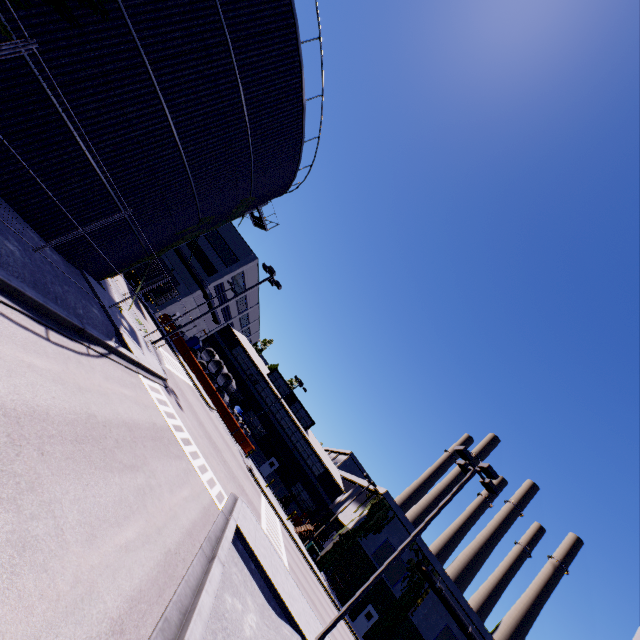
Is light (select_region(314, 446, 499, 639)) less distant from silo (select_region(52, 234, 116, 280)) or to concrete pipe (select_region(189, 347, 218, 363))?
silo (select_region(52, 234, 116, 280))

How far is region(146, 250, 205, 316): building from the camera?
40.0m

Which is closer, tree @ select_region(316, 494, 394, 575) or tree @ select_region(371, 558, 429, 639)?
tree @ select_region(371, 558, 429, 639)

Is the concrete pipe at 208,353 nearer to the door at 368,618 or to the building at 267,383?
the building at 267,383

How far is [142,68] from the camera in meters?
10.7

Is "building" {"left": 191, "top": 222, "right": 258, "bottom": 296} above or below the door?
above

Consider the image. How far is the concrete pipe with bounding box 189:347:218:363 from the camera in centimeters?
4203cm

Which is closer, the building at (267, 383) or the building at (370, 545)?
the building at (370, 545)
